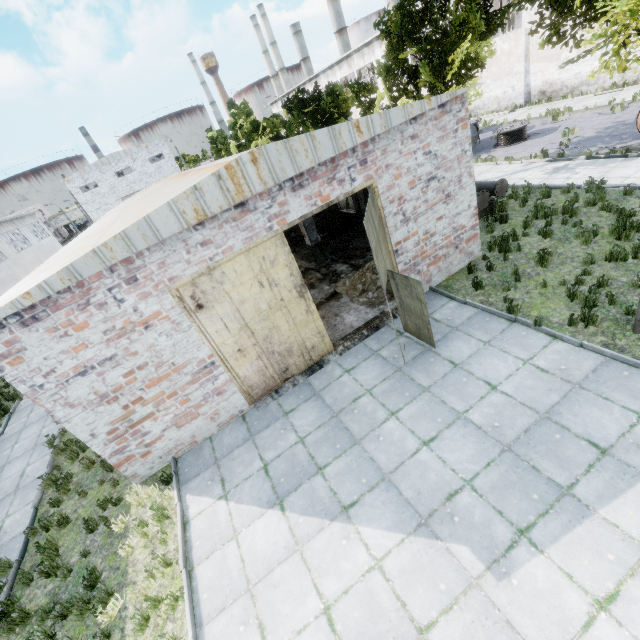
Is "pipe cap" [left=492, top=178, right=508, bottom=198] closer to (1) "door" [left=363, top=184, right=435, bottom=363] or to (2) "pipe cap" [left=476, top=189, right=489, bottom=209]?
(2) "pipe cap" [left=476, top=189, right=489, bottom=209]

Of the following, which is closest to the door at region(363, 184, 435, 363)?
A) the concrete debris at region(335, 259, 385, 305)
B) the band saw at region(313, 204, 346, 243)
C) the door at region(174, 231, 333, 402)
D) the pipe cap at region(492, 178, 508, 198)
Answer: the concrete debris at region(335, 259, 385, 305)

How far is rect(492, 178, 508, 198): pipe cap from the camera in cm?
1245

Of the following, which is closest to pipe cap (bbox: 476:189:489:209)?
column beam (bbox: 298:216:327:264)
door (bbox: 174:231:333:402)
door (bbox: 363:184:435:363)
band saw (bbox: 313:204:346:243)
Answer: door (bbox: 363:184:435:363)

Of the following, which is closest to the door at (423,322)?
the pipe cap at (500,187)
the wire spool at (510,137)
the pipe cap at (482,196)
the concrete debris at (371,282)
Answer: the concrete debris at (371,282)

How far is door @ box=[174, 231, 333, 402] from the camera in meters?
7.4 m

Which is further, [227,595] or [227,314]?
[227,314]

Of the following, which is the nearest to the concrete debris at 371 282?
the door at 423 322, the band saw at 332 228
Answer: the door at 423 322
